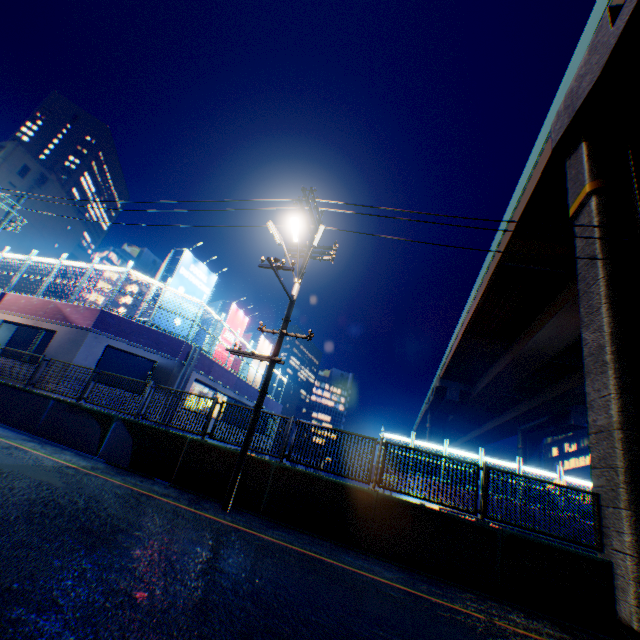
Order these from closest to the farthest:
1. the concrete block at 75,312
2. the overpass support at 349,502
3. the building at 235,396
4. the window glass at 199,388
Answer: the overpass support at 349,502
the concrete block at 75,312
the building at 235,396
the window glass at 199,388

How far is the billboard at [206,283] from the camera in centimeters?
1701cm

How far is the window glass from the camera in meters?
17.9

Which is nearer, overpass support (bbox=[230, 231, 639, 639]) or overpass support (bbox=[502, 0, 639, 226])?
overpass support (bbox=[230, 231, 639, 639])

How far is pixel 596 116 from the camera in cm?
1027

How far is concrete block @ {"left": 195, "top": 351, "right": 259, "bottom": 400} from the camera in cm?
1735

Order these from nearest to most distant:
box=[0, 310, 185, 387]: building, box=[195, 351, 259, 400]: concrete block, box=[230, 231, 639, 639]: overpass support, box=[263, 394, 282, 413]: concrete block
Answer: box=[230, 231, 639, 639]: overpass support
box=[0, 310, 185, 387]: building
box=[195, 351, 259, 400]: concrete block
box=[263, 394, 282, 413]: concrete block

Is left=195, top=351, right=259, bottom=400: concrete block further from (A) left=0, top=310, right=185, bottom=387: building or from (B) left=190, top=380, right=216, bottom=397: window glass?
(B) left=190, top=380, right=216, bottom=397: window glass
